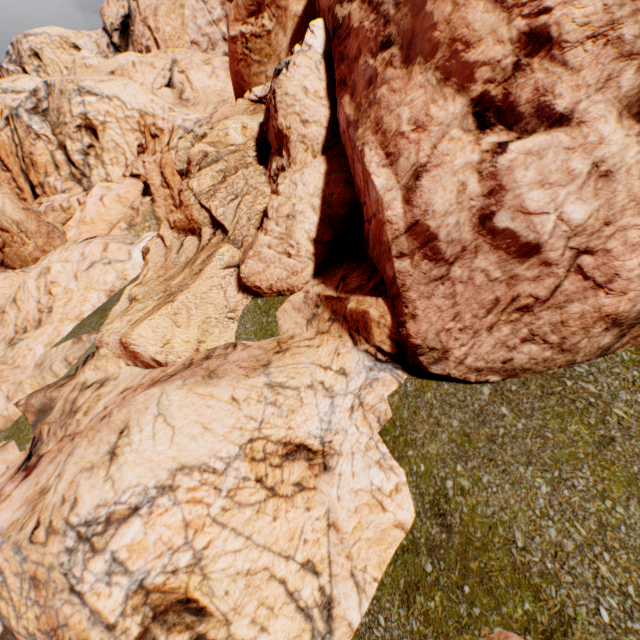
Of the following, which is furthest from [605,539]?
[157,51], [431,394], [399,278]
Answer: [157,51]
